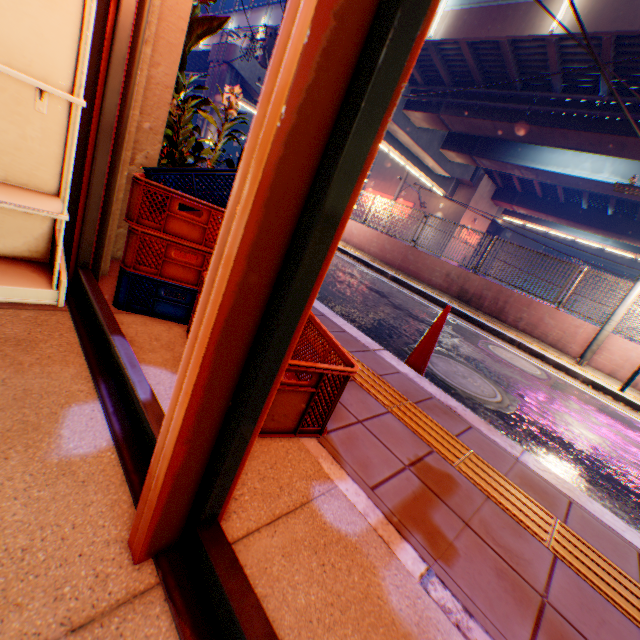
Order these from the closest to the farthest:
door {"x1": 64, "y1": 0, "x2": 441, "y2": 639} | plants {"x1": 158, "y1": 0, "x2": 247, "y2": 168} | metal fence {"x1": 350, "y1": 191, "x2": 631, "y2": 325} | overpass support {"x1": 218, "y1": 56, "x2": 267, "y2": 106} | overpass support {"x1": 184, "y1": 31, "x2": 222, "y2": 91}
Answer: door {"x1": 64, "y1": 0, "x2": 441, "y2": 639} → plants {"x1": 158, "y1": 0, "x2": 247, "y2": 168} → metal fence {"x1": 350, "y1": 191, "x2": 631, "y2": 325} → overpass support {"x1": 218, "y1": 56, "x2": 267, "y2": 106} → overpass support {"x1": 184, "y1": 31, "x2": 222, "y2": 91}

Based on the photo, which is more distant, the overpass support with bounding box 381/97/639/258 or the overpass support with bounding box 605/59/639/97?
the overpass support with bounding box 381/97/639/258

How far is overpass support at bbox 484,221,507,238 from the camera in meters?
37.6 m

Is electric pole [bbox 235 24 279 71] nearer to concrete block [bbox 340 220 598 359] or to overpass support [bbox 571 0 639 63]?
concrete block [bbox 340 220 598 359]

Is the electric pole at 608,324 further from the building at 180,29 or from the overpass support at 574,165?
the building at 180,29

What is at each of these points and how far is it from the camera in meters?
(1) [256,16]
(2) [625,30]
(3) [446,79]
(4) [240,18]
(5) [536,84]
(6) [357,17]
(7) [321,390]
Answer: (1) overpass support, 23.5
(2) overpass support, 9.9
(3) overpass support, 16.3
(4) overpass support, 25.0
(5) overpass support, 14.1
(6) door, 0.5
(7) plastic crate, 1.5

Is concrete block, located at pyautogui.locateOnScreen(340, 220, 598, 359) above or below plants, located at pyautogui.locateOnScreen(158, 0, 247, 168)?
below

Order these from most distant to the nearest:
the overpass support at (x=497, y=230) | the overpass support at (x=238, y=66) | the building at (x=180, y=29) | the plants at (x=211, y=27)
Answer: the overpass support at (x=497, y=230), the overpass support at (x=238, y=66), the plants at (x=211, y=27), the building at (x=180, y=29)
